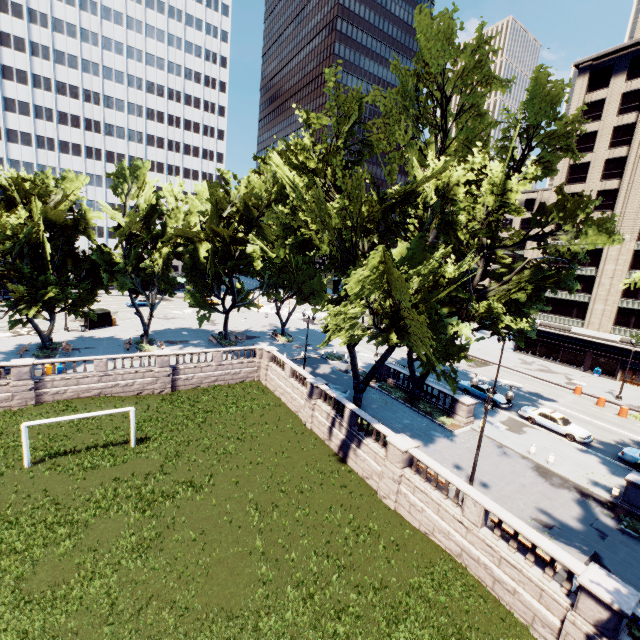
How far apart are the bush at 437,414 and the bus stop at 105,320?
42.4m

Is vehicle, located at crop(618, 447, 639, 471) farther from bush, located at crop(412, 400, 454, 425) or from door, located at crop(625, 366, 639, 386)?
door, located at crop(625, 366, 639, 386)

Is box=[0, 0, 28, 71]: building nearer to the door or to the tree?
the tree

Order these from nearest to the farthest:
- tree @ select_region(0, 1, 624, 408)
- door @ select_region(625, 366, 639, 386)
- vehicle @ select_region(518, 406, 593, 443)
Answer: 1. tree @ select_region(0, 1, 624, 408)
2. vehicle @ select_region(518, 406, 593, 443)
3. door @ select_region(625, 366, 639, 386)

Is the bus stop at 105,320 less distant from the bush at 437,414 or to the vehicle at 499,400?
A: the bush at 437,414

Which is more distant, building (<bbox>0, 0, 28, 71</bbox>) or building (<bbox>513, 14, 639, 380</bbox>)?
building (<bbox>0, 0, 28, 71</bbox>)

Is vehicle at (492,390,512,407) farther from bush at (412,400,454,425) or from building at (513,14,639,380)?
building at (513,14,639,380)

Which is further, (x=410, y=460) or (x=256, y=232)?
(x=256, y=232)
